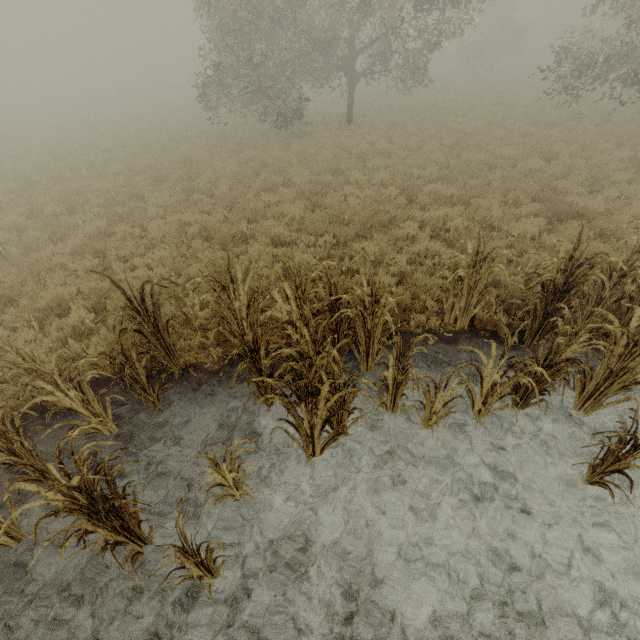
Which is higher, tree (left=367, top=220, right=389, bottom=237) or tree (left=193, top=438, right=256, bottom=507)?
tree (left=367, top=220, right=389, bottom=237)

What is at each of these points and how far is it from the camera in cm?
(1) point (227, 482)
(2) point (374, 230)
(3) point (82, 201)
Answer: (1) tree, 348
(2) tree, 797
(3) tree, 1087

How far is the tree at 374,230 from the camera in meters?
7.8 m

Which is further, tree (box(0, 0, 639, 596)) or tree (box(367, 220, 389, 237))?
tree (box(367, 220, 389, 237))

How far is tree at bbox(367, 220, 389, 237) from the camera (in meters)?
7.84

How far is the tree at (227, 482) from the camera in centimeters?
308cm

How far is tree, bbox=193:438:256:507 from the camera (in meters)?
3.08

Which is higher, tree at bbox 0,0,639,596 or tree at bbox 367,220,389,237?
tree at bbox 367,220,389,237
